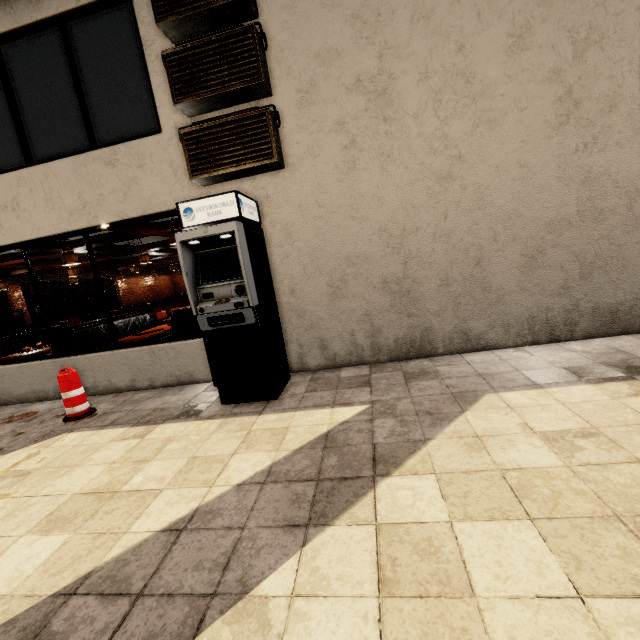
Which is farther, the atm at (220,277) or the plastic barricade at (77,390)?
the plastic barricade at (77,390)

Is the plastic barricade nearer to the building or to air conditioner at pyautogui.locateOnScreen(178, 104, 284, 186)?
the building

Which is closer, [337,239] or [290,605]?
[290,605]

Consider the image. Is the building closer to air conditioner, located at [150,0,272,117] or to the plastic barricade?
air conditioner, located at [150,0,272,117]

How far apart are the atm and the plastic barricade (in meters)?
2.04

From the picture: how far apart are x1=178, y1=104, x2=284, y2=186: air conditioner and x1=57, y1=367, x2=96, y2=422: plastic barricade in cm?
308

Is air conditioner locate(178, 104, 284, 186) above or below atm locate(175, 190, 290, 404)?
above

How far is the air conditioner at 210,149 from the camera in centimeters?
398cm
